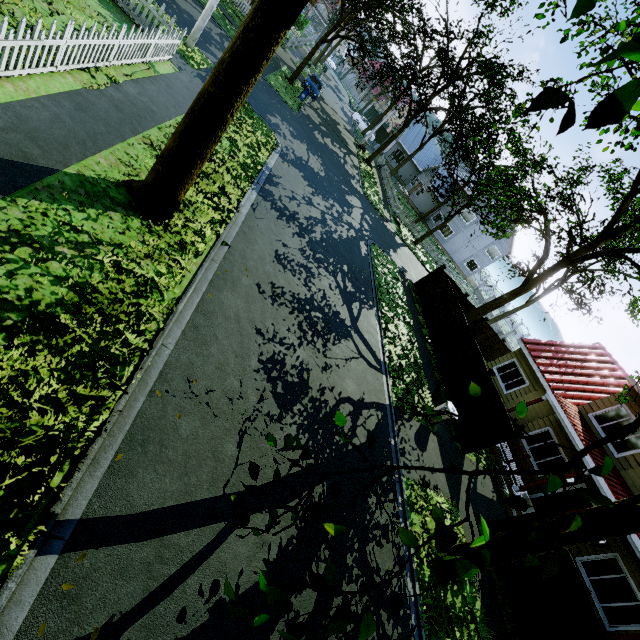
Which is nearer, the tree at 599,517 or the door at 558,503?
the tree at 599,517

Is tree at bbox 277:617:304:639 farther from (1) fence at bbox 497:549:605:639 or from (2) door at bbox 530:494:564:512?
(2) door at bbox 530:494:564:512

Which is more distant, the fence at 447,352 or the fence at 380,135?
the fence at 380,135

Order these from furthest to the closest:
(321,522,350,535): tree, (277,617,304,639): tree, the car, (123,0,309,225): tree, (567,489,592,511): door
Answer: the car → (567,489,592,511): door → (123,0,309,225): tree → (321,522,350,535): tree → (277,617,304,639): tree

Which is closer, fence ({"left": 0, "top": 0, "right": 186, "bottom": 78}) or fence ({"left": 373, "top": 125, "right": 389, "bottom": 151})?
fence ({"left": 0, "top": 0, "right": 186, "bottom": 78})

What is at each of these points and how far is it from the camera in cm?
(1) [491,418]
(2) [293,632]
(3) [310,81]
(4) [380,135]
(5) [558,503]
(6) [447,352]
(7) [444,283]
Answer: (1) fence, 1249
(2) tree, 128
(3) car, 2814
(4) fence, 5219
(5) door, 1351
(6) fence, 1588
(7) fence, 1902

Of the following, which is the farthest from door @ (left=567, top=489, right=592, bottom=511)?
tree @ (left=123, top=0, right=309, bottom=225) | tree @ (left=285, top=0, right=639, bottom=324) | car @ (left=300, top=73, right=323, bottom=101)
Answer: car @ (left=300, top=73, right=323, bottom=101)
